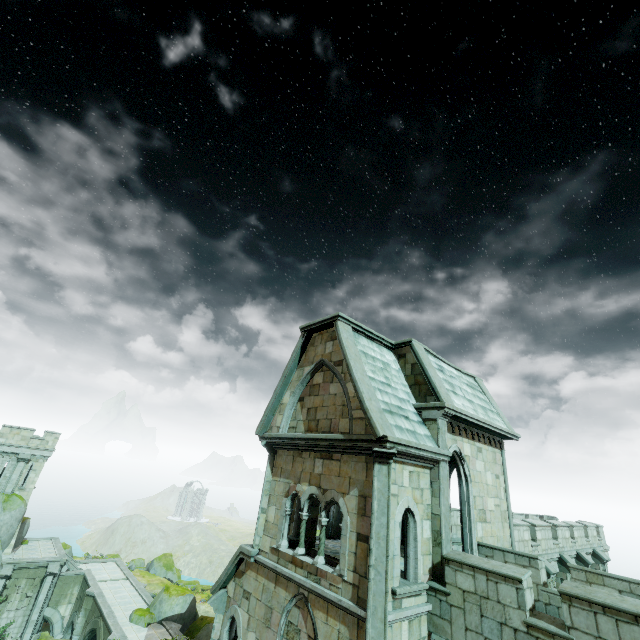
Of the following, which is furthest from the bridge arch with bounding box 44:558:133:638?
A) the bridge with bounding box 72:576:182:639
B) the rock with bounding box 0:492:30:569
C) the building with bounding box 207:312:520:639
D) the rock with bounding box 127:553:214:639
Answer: the building with bounding box 207:312:520:639

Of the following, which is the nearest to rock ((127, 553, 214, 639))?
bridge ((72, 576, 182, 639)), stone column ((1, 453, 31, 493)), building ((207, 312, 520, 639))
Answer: bridge ((72, 576, 182, 639))

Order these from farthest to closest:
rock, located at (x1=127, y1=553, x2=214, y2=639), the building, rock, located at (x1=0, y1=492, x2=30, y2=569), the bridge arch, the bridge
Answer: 1. the bridge arch
2. rock, located at (x1=0, y1=492, x2=30, y2=569)
3. rock, located at (x1=127, y1=553, x2=214, y2=639)
4. the bridge
5. the building

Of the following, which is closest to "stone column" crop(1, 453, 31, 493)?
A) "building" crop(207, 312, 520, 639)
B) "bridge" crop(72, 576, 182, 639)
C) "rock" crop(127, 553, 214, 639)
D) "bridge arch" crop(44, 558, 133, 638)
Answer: "bridge arch" crop(44, 558, 133, 638)

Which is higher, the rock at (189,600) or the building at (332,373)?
the building at (332,373)

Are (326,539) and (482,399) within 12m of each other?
yes

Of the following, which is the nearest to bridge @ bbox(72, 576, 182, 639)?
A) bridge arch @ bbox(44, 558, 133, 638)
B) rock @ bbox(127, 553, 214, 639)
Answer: bridge arch @ bbox(44, 558, 133, 638)

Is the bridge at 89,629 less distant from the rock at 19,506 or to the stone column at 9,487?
the rock at 19,506
